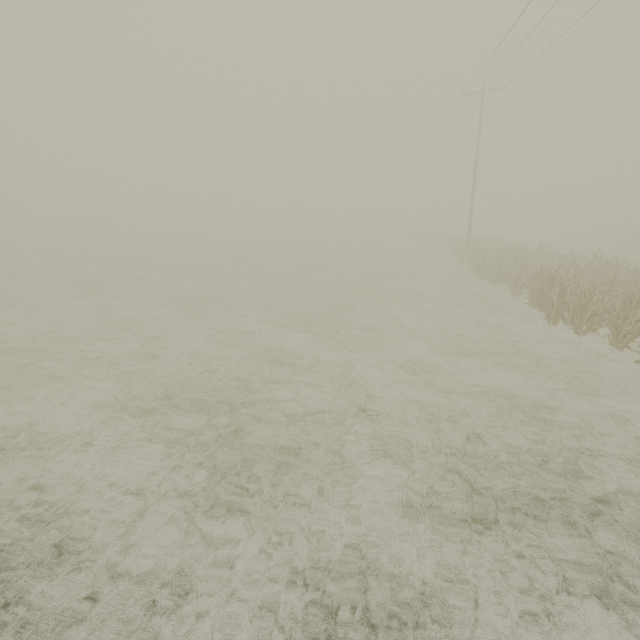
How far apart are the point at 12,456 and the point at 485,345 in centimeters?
1091cm
